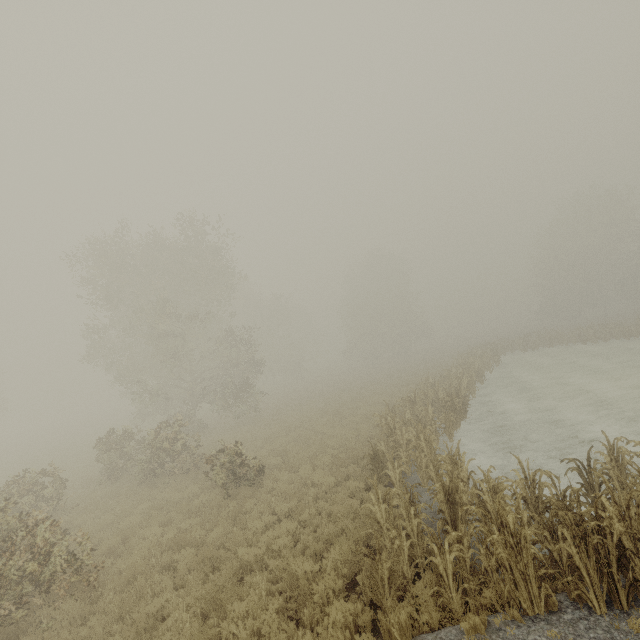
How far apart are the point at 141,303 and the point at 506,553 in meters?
24.1
